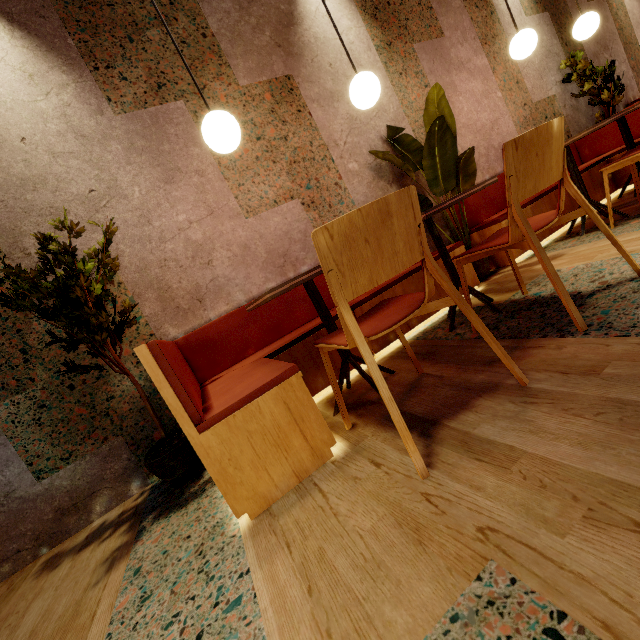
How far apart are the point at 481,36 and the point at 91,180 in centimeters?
442cm

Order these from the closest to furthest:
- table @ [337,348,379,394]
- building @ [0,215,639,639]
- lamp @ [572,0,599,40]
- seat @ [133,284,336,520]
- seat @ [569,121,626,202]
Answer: building @ [0,215,639,639], seat @ [133,284,336,520], table @ [337,348,379,394], lamp @ [572,0,599,40], seat @ [569,121,626,202]

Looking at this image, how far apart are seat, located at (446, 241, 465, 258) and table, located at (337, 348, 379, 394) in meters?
0.2

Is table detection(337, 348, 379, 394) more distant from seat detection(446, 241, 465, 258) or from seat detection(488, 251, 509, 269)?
seat detection(488, 251, 509, 269)

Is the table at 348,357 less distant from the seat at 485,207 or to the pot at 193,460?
the pot at 193,460

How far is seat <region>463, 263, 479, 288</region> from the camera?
2.69m

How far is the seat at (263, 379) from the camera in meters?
1.2 m
